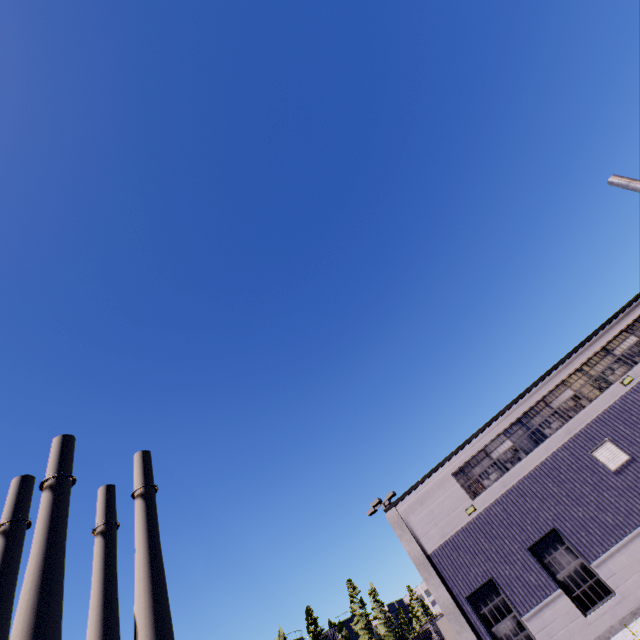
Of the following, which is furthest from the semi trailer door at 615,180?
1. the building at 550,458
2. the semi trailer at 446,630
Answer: the building at 550,458

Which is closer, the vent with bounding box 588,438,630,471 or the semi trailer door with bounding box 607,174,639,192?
the semi trailer door with bounding box 607,174,639,192

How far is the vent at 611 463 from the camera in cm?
1366

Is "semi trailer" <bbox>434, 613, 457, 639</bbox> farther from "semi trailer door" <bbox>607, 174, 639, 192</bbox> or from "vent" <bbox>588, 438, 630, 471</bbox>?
"vent" <bbox>588, 438, 630, 471</bbox>

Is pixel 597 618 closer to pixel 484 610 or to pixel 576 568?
pixel 576 568

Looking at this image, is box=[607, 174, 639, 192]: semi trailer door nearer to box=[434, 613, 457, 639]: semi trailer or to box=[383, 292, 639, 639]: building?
box=[434, 613, 457, 639]: semi trailer

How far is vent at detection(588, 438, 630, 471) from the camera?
13.7m
